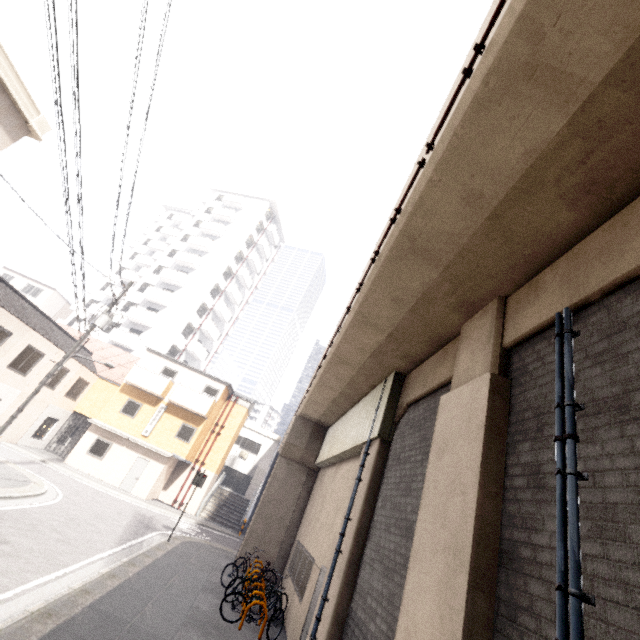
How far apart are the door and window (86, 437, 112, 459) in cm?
183

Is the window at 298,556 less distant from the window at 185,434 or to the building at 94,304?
the window at 185,434

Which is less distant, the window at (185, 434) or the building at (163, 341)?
the window at (185, 434)

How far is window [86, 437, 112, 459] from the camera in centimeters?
2172cm

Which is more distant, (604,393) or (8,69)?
(8,69)

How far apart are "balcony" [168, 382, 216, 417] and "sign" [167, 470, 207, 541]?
8.4m

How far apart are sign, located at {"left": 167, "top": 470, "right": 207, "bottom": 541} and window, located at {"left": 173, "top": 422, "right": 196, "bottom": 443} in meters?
8.9

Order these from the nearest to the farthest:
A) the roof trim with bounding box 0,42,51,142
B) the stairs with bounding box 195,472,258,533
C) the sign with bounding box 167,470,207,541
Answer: the roof trim with bounding box 0,42,51,142 < the sign with bounding box 167,470,207,541 < the stairs with bounding box 195,472,258,533
